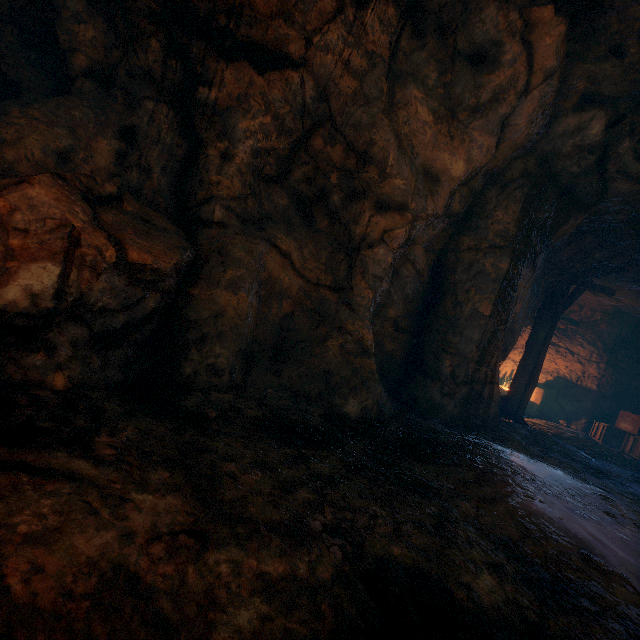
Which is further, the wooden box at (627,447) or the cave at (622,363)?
the wooden box at (627,447)

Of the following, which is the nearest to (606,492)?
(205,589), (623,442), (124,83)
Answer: (205,589)

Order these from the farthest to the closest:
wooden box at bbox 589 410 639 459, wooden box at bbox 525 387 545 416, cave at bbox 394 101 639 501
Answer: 1. wooden box at bbox 525 387 545 416
2. wooden box at bbox 589 410 639 459
3. cave at bbox 394 101 639 501

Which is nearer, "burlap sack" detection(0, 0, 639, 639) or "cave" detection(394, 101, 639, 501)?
"burlap sack" detection(0, 0, 639, 639)

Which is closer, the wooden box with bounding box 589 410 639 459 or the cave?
the cave

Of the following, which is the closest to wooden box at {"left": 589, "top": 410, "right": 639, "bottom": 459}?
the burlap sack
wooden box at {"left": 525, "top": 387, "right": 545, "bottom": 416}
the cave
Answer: the cave

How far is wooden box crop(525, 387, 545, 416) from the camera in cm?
1190

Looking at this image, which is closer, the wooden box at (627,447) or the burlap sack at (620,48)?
the burlap sack at (620,48)
